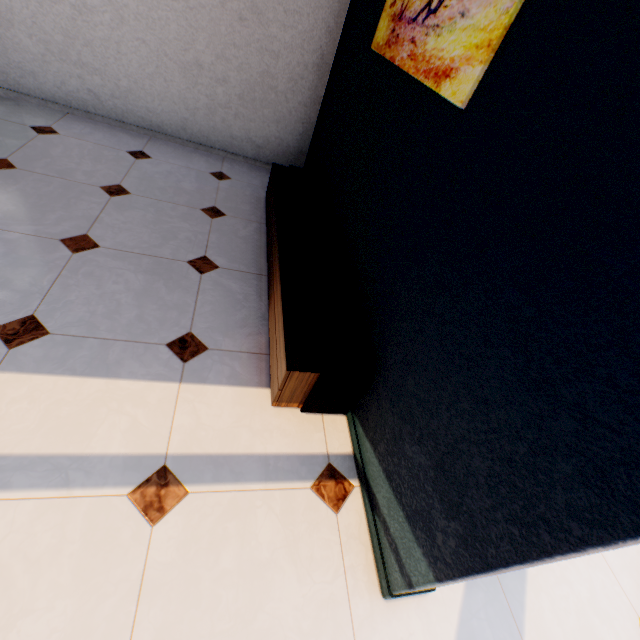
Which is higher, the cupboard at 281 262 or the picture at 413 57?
the picture at 413 57

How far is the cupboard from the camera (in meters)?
1.56

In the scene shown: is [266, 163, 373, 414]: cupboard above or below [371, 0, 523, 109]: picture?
below

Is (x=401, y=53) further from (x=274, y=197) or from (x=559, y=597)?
(x=559, y=597)

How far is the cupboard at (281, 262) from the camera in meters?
1.6
